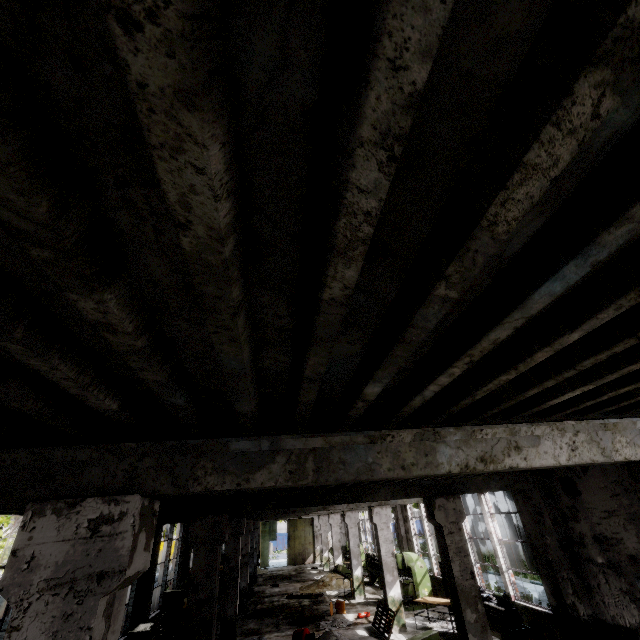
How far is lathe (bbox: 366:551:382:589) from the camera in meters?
18.6

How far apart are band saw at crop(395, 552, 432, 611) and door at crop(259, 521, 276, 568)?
21.80m

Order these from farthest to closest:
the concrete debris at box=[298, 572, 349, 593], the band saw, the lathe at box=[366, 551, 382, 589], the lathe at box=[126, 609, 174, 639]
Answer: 1. the concrete debris at box=[298, 572, 349, 593]
2. the lathe at box=[366, 551, 382, 589]
3. the band saw
4. the lathe at box=[126, 609, 174, 639]

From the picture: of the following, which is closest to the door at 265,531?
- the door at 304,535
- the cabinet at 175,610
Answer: the door at 304,535

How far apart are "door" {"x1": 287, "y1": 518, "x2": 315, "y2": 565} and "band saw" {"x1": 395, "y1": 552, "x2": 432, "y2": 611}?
20.70m

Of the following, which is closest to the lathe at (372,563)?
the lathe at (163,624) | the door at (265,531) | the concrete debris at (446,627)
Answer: the concrete debris at (446,627)

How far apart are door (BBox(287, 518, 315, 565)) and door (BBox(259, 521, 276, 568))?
1.96m

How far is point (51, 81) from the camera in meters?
0.8 m
